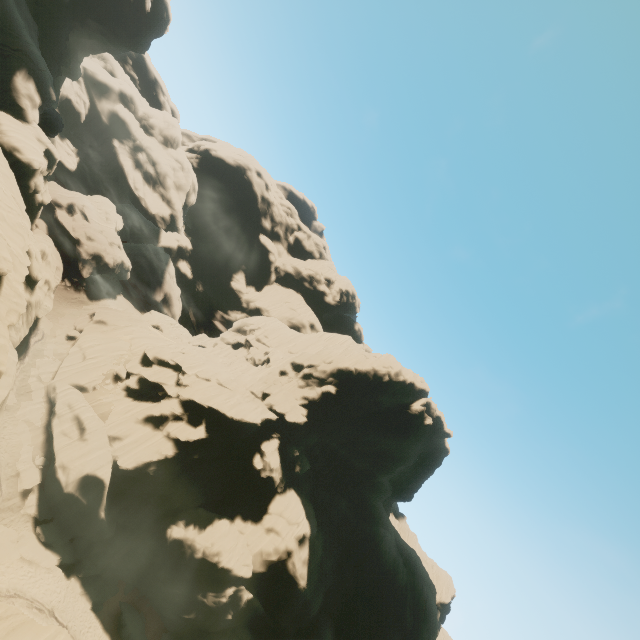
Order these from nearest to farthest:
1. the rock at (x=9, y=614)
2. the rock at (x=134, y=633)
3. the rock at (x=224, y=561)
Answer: the rock at (x=9, y=614), the rock at (x=134, y=633), the rock at (x=224, y=561)

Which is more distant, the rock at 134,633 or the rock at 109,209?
the rock at 134,633

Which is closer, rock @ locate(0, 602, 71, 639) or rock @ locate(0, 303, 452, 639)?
rock @ locate(0, 602, 71, 639)

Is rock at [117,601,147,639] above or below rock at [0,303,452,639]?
below

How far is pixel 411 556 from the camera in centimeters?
5422cm

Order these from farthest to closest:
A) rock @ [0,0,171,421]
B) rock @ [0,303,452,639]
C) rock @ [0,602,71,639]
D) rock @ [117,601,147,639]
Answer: rock @ [0,303,452,639], rock @ [117,601,147,639], rock @ [0,0,171,421], rock @ [0,602,71,639]
